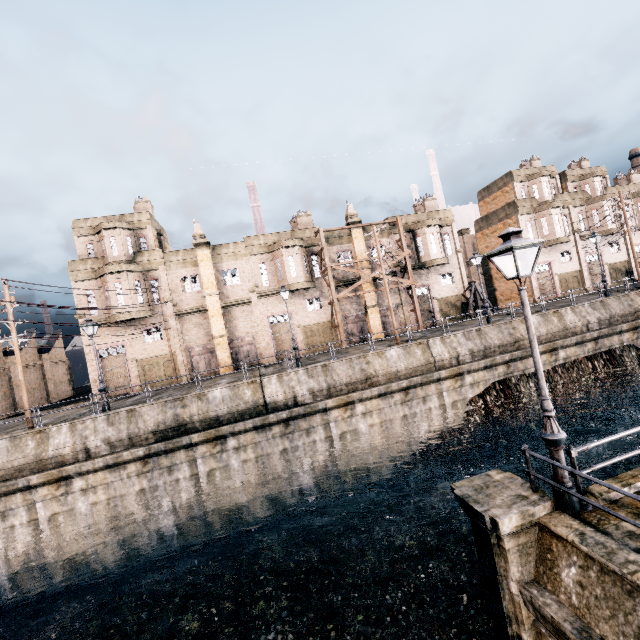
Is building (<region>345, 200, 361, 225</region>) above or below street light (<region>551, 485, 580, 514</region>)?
above

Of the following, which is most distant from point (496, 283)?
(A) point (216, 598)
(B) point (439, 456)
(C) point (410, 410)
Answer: (A) point (216, 598)

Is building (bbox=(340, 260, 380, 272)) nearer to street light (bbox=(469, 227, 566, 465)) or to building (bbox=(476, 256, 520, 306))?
building (bbox=(476, 256, 520, 306))

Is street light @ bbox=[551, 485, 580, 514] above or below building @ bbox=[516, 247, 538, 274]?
below

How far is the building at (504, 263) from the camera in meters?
40.1

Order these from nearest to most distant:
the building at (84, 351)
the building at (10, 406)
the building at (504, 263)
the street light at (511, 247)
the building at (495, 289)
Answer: the street light at (511, 247) < the building at (84, 351) < the building at (10, 406) < the building at (504, 263) < the building at (495, 289)

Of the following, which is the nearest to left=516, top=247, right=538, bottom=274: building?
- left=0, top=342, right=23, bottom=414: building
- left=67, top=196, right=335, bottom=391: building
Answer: left=67, top=196, right=335, bottom=391: building

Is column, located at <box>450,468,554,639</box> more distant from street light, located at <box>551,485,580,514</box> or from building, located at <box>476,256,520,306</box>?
building, located at <box>476,256,520,306</box>
